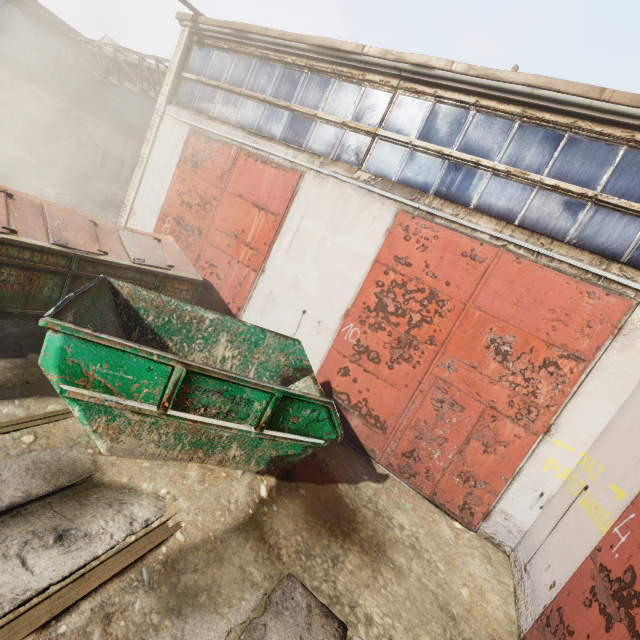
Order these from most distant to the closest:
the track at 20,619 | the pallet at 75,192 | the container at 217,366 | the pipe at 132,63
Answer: the pallet at 75,192 → the pipe at 132,63 → the container at 217,366 → the track at 20,619

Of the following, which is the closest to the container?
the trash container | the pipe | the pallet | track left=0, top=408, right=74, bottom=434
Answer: track left=0, top=408, right=74, bottom=434

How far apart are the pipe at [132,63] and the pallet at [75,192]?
4.8 meters

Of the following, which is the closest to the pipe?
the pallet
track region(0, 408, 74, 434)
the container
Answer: the pallet

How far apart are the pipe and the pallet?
4.78m

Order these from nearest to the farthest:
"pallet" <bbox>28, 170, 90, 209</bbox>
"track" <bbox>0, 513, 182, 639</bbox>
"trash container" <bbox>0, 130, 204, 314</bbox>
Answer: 1. "track" <bbox>0, 513, 182, 639</bbox>
2. "trash container" <bbox>0, 130, 204, 314</bbox>
3. "pallet" <bbox>28, 170, 90, 209</bbox>

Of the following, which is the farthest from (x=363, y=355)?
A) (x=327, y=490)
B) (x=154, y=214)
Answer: (x=154, y=214)
